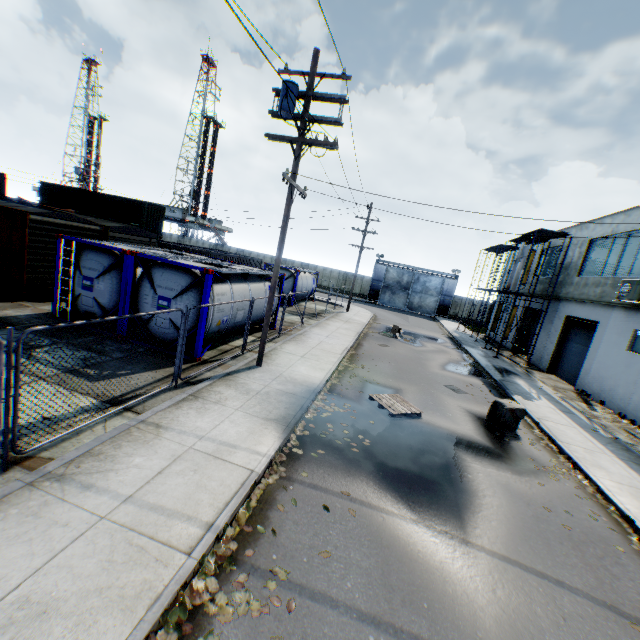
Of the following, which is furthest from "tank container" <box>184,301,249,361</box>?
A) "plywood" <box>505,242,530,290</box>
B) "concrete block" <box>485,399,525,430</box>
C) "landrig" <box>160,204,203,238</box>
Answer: "landrig" <box>160,204,203,238</box>

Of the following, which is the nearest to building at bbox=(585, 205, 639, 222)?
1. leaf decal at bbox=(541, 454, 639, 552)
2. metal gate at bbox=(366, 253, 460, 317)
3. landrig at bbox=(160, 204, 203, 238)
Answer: leaf decal at bbox=(541, 454, 639, 552)

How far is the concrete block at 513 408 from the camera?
10.55m

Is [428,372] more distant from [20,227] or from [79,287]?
[20,227]

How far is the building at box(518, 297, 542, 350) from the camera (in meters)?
25.21

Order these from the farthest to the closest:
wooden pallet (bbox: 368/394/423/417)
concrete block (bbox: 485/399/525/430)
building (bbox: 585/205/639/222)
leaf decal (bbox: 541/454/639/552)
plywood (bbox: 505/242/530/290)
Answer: plywood (bbox: 505/242/530/290) → building (bbox: 585/205/639/222) → concrete block (bbox: 485/399/525/430) → wooden pallet (bbox: 368/394/423/417) → leaf decal (bbox: 541/454/639/552)

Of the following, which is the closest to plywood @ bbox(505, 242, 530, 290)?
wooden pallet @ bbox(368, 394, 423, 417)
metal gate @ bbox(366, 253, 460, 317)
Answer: wooden pallet @ bbox(368, 394, 423, 417)

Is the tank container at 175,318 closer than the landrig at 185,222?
Yes
